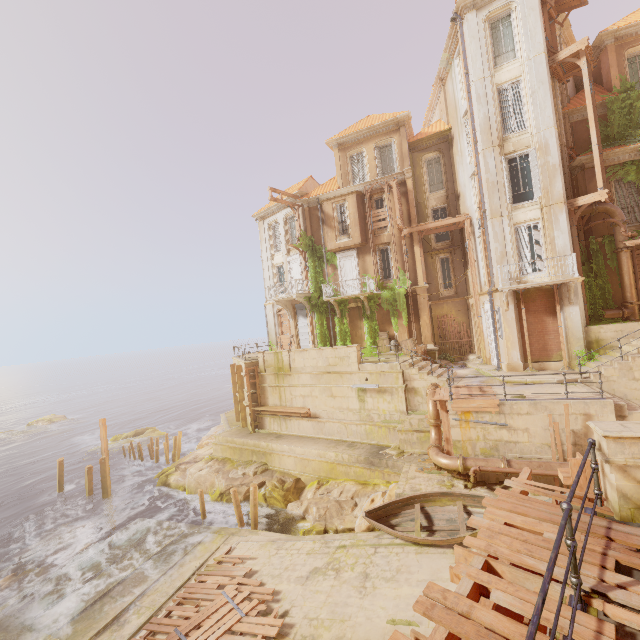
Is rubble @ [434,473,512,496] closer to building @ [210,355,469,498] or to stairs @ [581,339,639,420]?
building @ [210,355,469,498]

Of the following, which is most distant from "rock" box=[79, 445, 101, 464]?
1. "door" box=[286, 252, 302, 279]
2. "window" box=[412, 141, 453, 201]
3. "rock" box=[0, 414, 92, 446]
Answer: "window" box=[412, 141, 453, 201]

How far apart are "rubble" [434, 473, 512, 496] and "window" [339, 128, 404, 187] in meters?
19.8

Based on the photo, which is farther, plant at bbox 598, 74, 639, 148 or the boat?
plant at bbox 598, 74, 639, 148

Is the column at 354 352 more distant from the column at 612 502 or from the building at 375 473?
the column at 612 502

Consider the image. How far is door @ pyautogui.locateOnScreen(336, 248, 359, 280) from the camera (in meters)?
24.59

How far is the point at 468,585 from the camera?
3.5m

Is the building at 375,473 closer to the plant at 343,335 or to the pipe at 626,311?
the plant at 343,335
